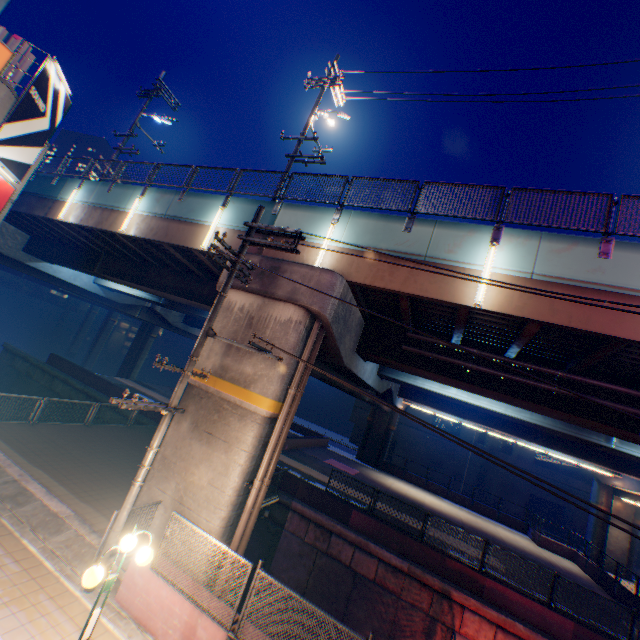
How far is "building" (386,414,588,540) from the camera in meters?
39.1 m

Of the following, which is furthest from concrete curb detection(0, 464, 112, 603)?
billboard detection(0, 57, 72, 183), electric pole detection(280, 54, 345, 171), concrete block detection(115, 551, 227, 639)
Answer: electric pole detection(280, 54, 345, 171)

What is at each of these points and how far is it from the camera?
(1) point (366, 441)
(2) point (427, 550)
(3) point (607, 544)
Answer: (1) overpass support, 37.0 meters
(2) concrete block, 14.3 meters
(3) overpass support, 27.8 meters

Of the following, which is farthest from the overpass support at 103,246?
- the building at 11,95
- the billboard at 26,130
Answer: the billboard at 26,130

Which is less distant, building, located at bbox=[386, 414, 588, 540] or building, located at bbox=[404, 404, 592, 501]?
building, located at bbox=[404, 404, 592, 501]

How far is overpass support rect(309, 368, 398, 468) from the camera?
17.4 meters

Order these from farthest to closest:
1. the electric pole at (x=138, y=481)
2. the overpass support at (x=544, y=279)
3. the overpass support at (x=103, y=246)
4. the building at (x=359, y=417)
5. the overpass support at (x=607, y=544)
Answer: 1. the building at (x=359, y=417)
2. the overpass support at (x=607, y=544)
3. the overpass support at (x=103, y=246)
4. the overpass support at (x=544, y=279)
5. the electric pole at (x=138, y=481)

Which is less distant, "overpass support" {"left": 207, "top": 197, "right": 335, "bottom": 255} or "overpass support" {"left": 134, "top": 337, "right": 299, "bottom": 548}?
"overpass support" {"left": 134, "top": 337, "right": 299, "bottom": 548}
